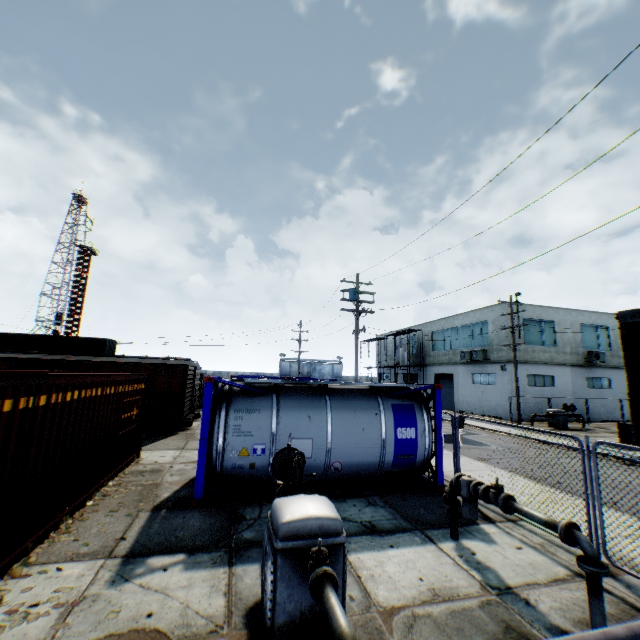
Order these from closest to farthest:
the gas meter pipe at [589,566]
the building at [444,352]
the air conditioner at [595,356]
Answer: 1. the gas meter pipe at [589,566]
2. the building at [444,352]
3. the air conditioner at [595,356]

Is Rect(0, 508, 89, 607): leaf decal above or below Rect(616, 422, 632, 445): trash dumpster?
below

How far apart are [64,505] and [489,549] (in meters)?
8.45

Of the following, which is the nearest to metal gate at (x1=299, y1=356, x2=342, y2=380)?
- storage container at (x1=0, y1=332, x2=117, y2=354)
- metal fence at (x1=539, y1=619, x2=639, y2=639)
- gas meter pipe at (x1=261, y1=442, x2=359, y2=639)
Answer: metal fence at (x1=539, y1=619, x2=639, y2=639)

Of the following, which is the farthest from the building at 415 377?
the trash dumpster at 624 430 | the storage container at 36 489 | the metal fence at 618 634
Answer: the storage container at 36 489

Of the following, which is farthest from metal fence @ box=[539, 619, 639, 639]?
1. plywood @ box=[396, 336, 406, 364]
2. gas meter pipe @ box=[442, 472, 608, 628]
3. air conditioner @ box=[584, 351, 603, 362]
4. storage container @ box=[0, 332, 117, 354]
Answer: storage container @ box=[0, 332, 117, 354]

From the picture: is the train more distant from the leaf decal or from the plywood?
the plywood

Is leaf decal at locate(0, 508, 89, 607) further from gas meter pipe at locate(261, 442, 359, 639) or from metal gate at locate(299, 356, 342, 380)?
metal gate at locate(299, 356, 342, 380)
